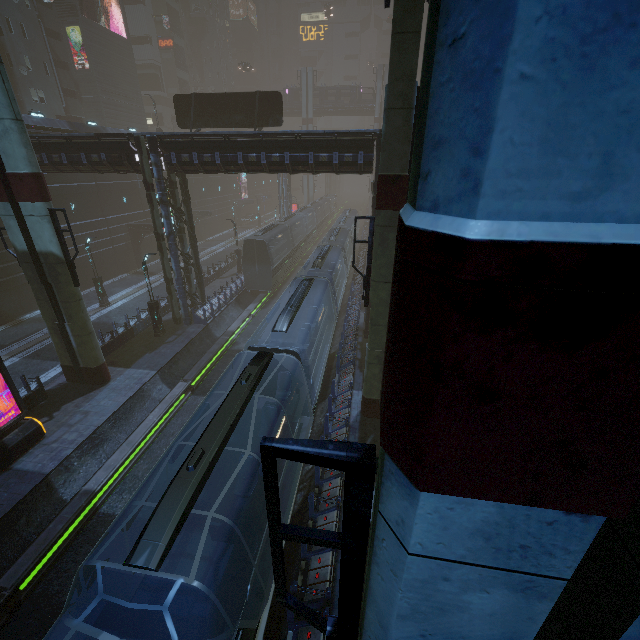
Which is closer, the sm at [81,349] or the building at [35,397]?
the sm at [81,349]

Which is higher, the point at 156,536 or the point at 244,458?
the point at 156,536

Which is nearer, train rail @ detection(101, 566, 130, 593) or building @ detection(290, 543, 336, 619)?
building @ detection(290, 543, 336, 619)

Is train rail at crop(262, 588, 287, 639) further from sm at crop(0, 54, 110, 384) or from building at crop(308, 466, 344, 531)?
sm at crop(0, 54, 110, 384)

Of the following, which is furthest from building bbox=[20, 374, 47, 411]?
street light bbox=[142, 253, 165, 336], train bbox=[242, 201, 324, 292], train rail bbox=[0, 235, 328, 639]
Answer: train bbox=[242, 201, 324, 292]

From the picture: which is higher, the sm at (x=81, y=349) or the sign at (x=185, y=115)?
the sign at (x=185, y=115)

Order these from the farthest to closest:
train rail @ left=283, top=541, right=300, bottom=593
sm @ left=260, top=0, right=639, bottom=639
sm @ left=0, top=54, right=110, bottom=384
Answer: sm @ left=0, top=54, right=110, bottom=384 → train rail @ left=283, top=541, right=300, bottom=593 → sm @ left=260, top=0, right=639, bottom=639

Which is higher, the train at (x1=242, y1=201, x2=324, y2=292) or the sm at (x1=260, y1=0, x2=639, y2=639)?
the sm at (x1=260, y1=0, x2=639, y2=639)
